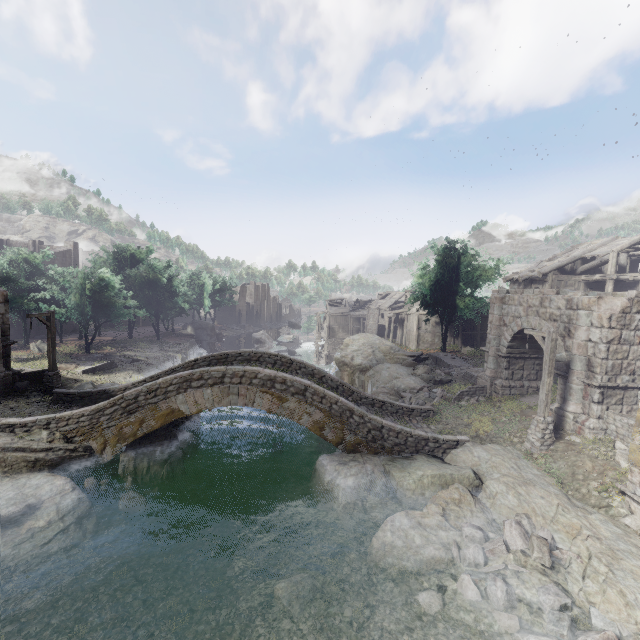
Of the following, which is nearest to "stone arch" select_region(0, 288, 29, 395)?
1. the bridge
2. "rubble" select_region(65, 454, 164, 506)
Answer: the bridge

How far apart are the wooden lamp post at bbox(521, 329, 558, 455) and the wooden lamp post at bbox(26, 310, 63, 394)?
24.3 meters

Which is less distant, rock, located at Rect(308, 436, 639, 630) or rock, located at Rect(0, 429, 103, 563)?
rock, located at Rect(308, 436, 639, 630)

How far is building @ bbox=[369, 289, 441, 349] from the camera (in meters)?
43.53

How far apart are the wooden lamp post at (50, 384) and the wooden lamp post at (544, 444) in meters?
24.3

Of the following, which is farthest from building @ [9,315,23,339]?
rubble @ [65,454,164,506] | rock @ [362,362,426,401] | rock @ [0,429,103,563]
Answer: rubble @ [65,454,164,506]

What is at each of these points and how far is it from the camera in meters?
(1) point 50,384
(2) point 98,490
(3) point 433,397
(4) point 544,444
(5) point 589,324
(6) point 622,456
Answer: (1) wooden lamp post, 18.6 m
(2) rubble, 12.1 m
(3) rubble, 20.7 m
(4) wooden lamp post, 13.0 m
(5) stone arch, 13.4 m
(6) rubble, 11.2 m

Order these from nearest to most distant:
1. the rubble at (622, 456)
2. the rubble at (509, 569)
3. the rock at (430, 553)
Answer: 1. the rubble at (509, 569)
2. the rock at (430, 553)
3. the rubble at (622, 456)
